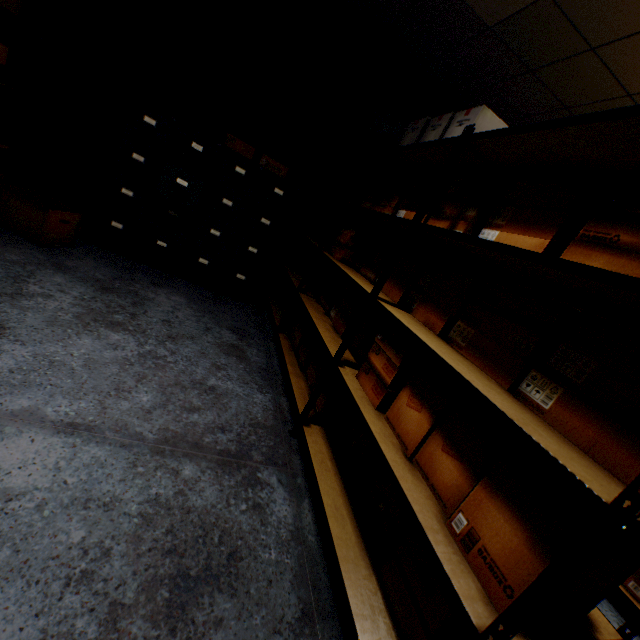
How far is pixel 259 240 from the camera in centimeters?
330cm

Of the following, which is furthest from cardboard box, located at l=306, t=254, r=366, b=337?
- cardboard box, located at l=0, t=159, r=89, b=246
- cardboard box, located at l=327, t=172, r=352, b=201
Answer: cardboard box, located at l=0, t=159, r=89, b=246

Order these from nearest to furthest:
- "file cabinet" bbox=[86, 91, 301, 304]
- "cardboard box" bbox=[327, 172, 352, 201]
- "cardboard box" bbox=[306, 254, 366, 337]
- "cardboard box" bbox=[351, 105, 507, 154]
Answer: "cardboard box" bbox=[351, 105, 507, 154], "cardboard box" bbox=[306, 254, 366, 337], "file cabinet" bbox=[86, 91, 301, 304], "cardboard box" bbox=[327, 172, 352, 201]

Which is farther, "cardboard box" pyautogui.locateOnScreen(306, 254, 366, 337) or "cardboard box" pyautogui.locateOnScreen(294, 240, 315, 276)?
"cardboard box" pyautogui.locateOnScreen(294, 240, 315, 276)

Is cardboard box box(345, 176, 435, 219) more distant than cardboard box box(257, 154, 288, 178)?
No

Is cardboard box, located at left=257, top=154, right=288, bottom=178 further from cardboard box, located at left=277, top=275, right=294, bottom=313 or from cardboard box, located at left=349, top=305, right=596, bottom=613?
cardboard box, located at left=349, top=305, right=596, bottom=613

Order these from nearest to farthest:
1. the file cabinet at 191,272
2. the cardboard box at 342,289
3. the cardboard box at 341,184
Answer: the cardboard box at 342,289
the file cabinet at 191,272
the cardboard box at 341,184

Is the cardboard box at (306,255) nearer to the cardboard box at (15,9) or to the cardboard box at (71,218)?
the cardboard box at (71,218)
